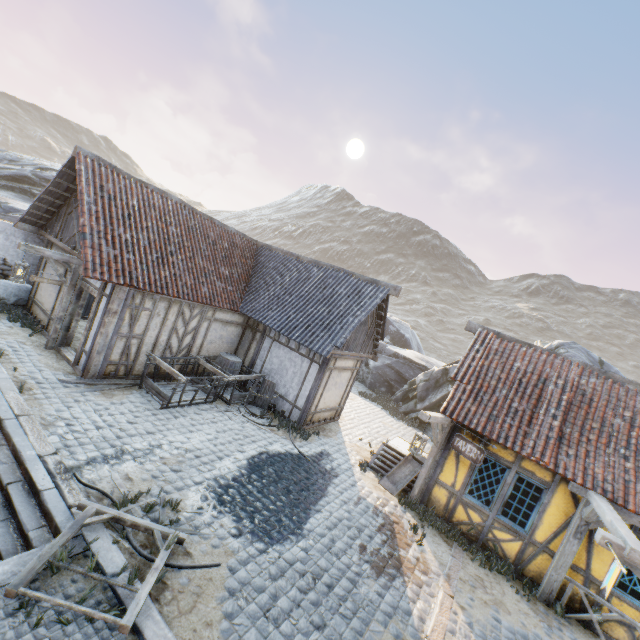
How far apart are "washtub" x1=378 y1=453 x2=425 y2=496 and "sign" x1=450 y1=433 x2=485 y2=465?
2.0 meters

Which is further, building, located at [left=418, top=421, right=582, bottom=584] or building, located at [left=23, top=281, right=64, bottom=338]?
building, located at [left=23, top=281, right=64, bottom=338]

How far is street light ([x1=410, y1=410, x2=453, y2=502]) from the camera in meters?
8.5

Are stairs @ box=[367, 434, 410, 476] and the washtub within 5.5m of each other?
yes

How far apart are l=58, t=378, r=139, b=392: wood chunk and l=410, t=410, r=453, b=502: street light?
7.9m

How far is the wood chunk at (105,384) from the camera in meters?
8.5 m

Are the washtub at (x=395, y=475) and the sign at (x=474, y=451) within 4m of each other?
yes

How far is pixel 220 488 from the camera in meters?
7.0
